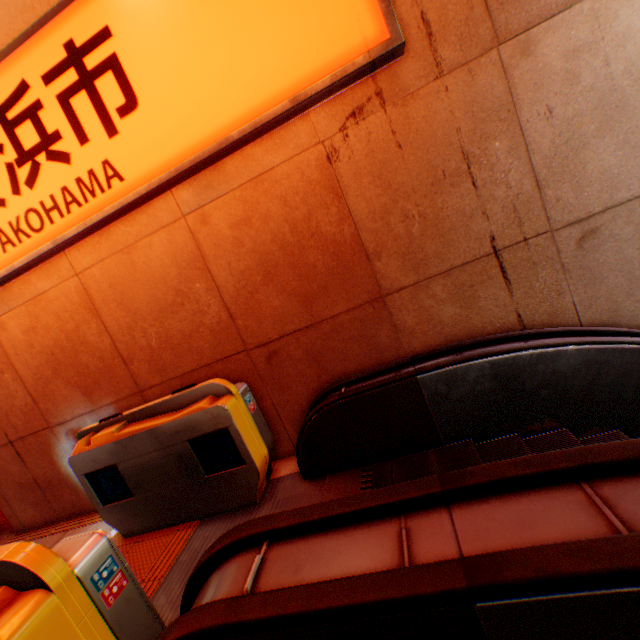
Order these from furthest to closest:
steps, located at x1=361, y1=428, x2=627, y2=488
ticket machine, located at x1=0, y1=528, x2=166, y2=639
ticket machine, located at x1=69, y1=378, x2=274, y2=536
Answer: ticket machine, located at x1=69, y1=378, x2=274, y2=536 < steps, located at x1=361, y1=428, x2=627, y2=488 < ticket machine, located at x1=0, y1=528, x2=166, y2=639

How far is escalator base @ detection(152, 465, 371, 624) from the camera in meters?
2.4

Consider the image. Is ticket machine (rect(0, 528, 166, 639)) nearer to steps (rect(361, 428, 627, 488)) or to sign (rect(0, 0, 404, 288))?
steps (rect(361, 428, 627, 488))

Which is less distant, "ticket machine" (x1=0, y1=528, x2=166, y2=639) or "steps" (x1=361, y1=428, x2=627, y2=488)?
"ticket machine" (x1=0, y1=528, x2=166, y2=639)

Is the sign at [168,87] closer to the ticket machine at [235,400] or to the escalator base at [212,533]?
the ticket machine at [235,400]

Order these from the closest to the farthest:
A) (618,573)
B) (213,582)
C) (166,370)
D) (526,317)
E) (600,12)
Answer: (618,573), (213,582), (600,12), (526,317), (166,370)

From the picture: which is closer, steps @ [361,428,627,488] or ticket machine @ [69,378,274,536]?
steps @ [361,428,627,488]
